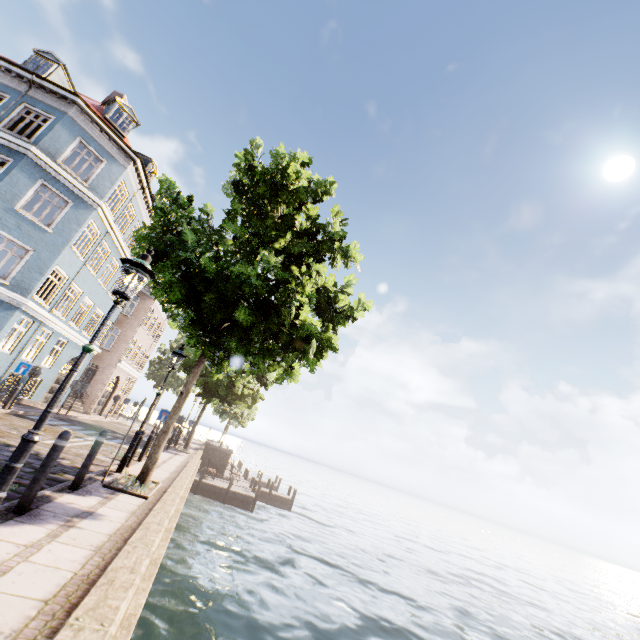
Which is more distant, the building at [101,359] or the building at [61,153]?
the building at [101,359]

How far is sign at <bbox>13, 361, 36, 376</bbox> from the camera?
13.04m

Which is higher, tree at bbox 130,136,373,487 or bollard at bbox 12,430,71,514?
tree at bbox 130,136,373,487

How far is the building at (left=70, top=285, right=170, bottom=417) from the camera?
23.8m

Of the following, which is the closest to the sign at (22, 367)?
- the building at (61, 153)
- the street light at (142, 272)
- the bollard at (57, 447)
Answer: the building at (61, 153)

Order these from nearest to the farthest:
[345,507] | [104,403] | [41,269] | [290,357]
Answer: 1. [290,357]
2. [41,269]
3. [104,403]
4. [345,507]

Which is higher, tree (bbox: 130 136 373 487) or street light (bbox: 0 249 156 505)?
tree (bbox: 130 136 373 487)

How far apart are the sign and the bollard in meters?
11.5
